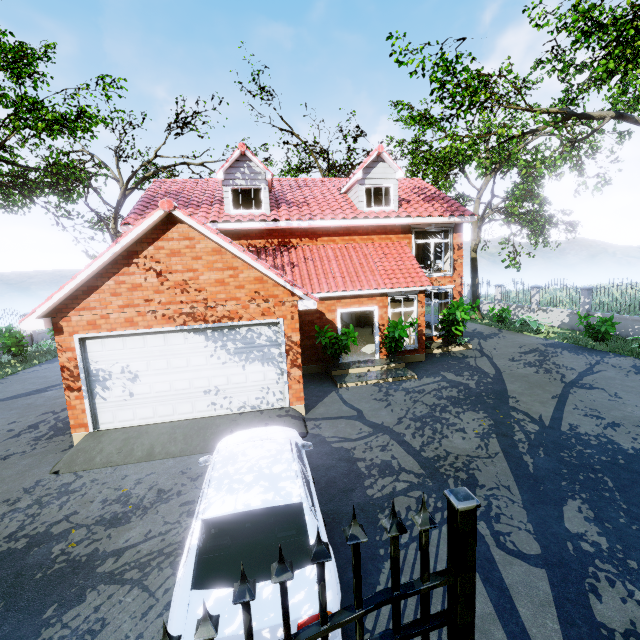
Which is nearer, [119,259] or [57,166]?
[119,259]

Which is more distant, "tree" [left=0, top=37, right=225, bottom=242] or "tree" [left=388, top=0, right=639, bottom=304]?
"tree" [left=0, top=37, right=225, bottom=242]

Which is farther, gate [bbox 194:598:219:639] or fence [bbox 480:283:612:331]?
fence [bbox 480:283:612:331]

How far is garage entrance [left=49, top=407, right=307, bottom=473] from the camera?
7.41m

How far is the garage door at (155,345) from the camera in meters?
8.1

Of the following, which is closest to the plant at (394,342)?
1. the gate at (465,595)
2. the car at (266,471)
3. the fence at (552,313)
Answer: the car at (266,471)

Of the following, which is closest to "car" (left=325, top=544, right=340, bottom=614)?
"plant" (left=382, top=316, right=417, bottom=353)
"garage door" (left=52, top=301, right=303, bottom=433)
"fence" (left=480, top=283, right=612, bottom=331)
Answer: "garage door" (left=52, top=301, right=303, bottom=433)

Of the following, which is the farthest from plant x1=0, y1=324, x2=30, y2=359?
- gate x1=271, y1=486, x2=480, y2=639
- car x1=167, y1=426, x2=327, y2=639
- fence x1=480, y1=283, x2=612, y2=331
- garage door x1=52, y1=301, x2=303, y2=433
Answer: fence x1=480, y1=283, x2=612, y2=331
